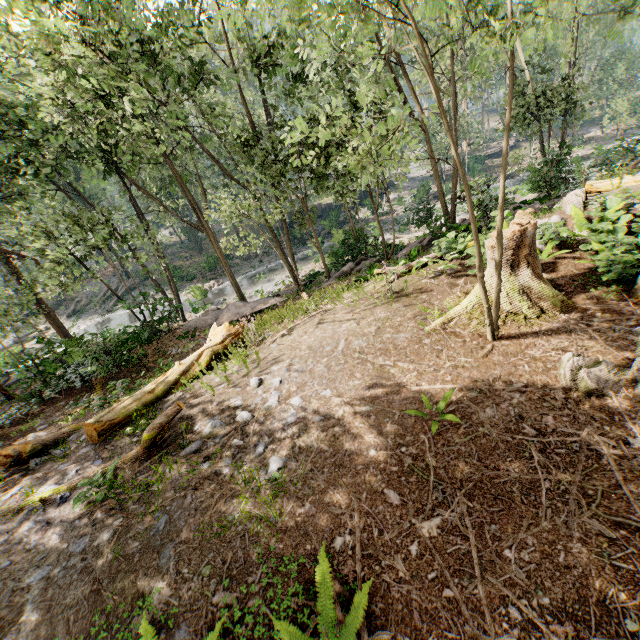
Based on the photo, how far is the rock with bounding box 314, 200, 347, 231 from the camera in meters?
38.6

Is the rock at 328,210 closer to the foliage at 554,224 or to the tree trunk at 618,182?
the foliage at 554,224

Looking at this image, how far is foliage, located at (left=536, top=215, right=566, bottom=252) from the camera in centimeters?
813cm

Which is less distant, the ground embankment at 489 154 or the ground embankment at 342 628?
the ground embankment at 342 628

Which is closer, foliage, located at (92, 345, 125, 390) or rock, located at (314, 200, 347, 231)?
foliage, located at (92, 345, 125, 390)

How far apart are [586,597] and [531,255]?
5.66m

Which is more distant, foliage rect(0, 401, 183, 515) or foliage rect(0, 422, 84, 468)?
foliage rect(0, 422, 84, 468)

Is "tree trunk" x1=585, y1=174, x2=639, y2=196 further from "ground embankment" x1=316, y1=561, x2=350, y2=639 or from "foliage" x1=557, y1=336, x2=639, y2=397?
"ground embankment" x1=316, y1=561, x2=350, y2=639
